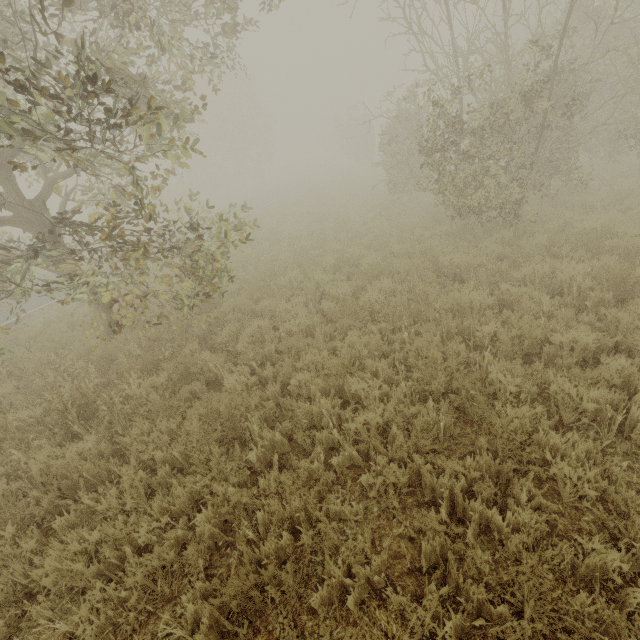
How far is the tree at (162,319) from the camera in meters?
5.8 m

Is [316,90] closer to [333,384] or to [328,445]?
[333,384]

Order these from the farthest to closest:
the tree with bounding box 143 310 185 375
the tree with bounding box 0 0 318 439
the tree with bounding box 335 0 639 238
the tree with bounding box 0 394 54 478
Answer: the tree with bounding box 335 0 639 238, the tree with bounding box 143 310 185 375, the tree with bounding box 0 394 54 478, the tree with bounding box 0 0 318 439

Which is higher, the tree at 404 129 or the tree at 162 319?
the tree at 404 129

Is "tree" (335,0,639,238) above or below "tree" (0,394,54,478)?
above

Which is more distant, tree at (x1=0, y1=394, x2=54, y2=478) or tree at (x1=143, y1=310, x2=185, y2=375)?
tree at (x1=143, y1=310, x2=185, y2=375)
